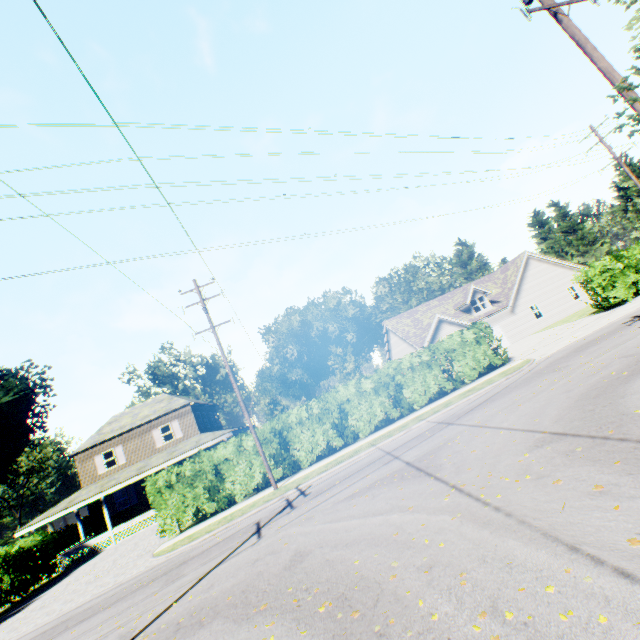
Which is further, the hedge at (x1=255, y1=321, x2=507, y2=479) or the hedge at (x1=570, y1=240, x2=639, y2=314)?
the hedge at (x1=570, y1=240, x2=639, y2=314)

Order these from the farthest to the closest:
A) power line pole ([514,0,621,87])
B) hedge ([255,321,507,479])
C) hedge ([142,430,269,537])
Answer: hedge ([255,321,507,479])
hedge ([142,430,269,537])
power line pole ([514,0,621,87])

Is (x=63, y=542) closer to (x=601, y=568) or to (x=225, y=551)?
(x=225, y=551)

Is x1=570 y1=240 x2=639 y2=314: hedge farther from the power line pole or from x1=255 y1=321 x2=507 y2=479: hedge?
the power line pole

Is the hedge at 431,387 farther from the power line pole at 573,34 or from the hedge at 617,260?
the power line pole at 573,34

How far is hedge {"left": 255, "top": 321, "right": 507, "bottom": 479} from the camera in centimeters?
1767cm

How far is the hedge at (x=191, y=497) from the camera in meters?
→ 16.3
